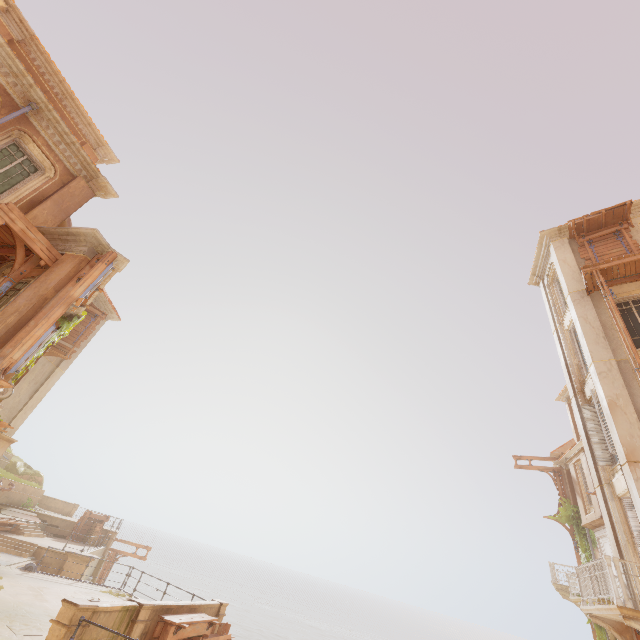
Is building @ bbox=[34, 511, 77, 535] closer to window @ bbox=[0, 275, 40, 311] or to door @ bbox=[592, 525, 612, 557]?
window @ bbox=[0, 275, 40, 311]

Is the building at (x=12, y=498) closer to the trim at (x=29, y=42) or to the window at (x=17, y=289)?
the window at (x=17, y=289)

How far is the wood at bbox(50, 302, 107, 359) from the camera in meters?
17.3 m

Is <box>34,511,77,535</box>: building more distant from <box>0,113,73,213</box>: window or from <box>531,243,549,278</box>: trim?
<box>531,243,549,278</box>: trim

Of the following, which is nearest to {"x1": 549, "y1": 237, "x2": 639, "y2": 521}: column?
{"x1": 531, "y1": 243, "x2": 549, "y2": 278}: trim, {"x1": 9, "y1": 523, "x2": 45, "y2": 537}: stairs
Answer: {"x1": 531, "y1": 243, "x2": 549, "y2": 278}: trim

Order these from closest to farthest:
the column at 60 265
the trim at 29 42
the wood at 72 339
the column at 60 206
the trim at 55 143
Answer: the column at 60 265, the trim at 55 143, the column at 60 206, the trim at 29 42, the wood at 72 339

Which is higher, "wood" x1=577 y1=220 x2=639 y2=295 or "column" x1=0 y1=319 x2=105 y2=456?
"wood" x1=577 y1=220 x2=639 y2=295

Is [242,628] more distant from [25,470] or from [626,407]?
[626,407]
